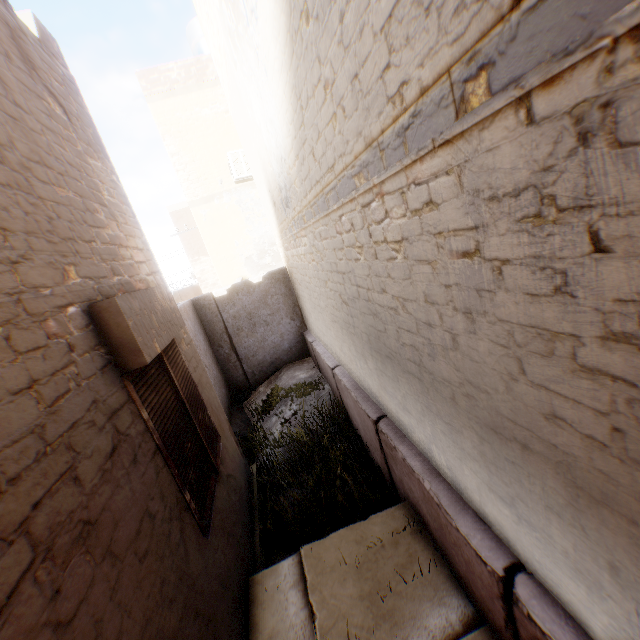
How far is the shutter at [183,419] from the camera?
2.57m

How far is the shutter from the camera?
2.57m

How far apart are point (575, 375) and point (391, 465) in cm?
316

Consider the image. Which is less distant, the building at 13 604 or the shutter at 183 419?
the building at 13 604

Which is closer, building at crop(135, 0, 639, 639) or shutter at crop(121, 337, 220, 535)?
building at crop(135, 0, 639, 639)
